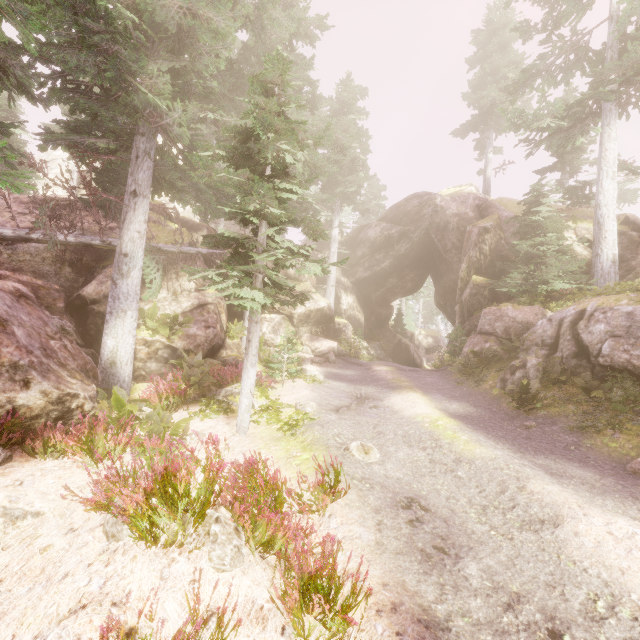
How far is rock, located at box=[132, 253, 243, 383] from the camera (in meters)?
13.11

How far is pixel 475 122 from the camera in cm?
3266

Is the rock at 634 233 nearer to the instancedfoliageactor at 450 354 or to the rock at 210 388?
the instancedfoliageactor at 450 354

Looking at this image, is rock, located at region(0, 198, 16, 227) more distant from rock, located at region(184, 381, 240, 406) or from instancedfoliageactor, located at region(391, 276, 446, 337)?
rock, located at region(184, 381, 240, 406)

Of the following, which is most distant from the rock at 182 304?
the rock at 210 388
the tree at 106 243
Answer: the rock at 210 388

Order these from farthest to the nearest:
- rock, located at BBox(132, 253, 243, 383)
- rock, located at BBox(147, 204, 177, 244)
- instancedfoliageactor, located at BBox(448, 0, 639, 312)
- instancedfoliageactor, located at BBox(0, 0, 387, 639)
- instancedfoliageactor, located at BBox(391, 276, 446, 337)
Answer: instancedfoliageactor, located at BBox(391, 276, 446, 337) → rock, located at BBox(147, 204, 177, 244) → instancedfoliageactor, located at BBox(448, 0, 639, 312) → rock, located at BBox(132, 253, 243, 383) → instancedfoliageactor, located at BBox(0, 0, 387, 639)

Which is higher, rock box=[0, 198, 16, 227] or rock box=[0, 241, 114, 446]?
rock box=[0, 198, 16, 227]

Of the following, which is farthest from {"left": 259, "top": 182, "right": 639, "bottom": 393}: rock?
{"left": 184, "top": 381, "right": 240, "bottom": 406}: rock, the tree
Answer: {"left": 184, "top": 381, "right": 240, "bottom": 406}: rock
